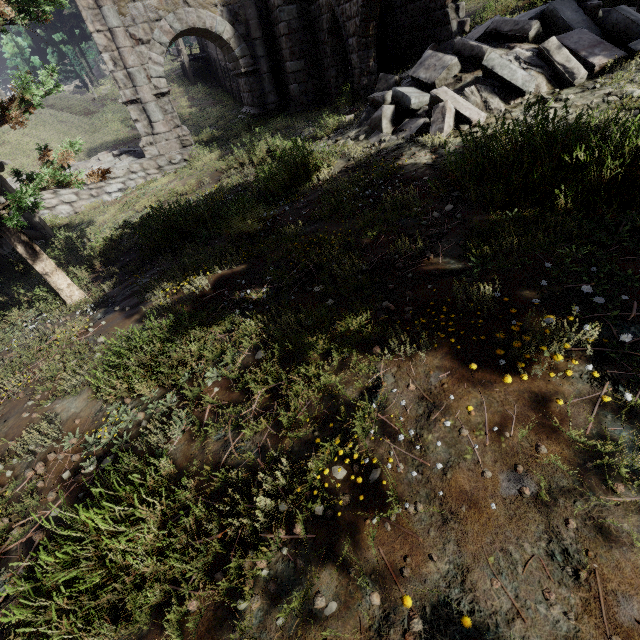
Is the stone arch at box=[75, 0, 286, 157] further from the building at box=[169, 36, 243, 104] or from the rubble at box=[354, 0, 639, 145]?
the rubble at box=[354, 0, 639, 145]

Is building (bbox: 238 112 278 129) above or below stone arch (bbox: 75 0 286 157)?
below

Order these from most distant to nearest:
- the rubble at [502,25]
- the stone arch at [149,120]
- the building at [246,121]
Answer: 1. the building at [246,121]
2. the stone arch at [149,120]
3. the rubble at [502,25]

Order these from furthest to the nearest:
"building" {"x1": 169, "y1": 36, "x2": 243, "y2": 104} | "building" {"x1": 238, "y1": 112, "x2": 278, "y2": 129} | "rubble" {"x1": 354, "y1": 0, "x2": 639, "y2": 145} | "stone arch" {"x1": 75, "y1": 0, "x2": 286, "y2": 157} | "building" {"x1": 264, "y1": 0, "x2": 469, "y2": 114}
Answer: "building" {"x1": 169, "y1": 36, "x2": 243, "y2": 104}
"building" {"x1": 238, "y1": 112, "x2": 278, "y2": 129}
"stone arch" {"x1": 75, "y1": 0, "x2": 286, "y2": 157}
"building" {"x1": 264, "y1": 0, "x2": 469, "y2": 114}
"rubble" {"x1": 354, "y1": 0, "x2": 639, "y2": 145}

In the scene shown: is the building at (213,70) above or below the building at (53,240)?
above

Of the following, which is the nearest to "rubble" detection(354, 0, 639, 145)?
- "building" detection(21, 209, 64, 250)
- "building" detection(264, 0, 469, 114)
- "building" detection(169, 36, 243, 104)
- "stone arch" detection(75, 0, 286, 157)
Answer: "building" detection(264, 0, 469, 114)

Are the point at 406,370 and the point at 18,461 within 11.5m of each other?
yes

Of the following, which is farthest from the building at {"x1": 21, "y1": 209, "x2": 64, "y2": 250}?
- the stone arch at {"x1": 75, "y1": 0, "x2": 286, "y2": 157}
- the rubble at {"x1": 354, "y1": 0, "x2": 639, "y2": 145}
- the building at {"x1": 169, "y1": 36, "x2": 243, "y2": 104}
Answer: the building at {"x1": 169, "y1": 36, "x2": 243, "y2": 104}
